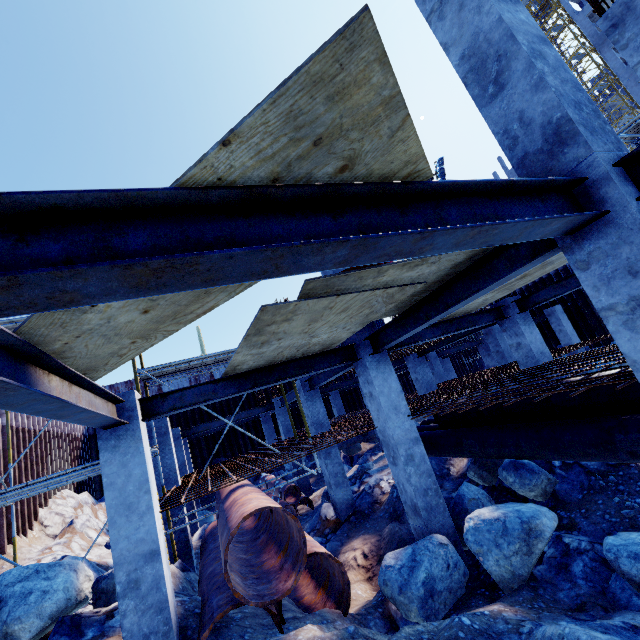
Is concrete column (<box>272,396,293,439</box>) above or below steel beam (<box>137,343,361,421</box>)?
below

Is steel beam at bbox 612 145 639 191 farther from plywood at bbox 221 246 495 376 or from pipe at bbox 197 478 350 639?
pipe at bbox 197 478 350 639

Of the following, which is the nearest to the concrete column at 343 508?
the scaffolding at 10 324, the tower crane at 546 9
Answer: the scaffolding at 10 324

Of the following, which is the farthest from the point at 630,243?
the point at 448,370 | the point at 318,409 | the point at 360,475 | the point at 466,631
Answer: the point at 448,370

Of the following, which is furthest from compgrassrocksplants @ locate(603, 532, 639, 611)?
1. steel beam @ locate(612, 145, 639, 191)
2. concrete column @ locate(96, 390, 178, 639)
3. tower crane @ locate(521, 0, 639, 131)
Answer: tower crane @ locate(521, 0, 639, 131)

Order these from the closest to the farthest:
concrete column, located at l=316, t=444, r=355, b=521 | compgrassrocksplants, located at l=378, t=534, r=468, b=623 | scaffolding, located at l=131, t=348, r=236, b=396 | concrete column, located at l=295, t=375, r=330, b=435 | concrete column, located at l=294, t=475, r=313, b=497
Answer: compgrassrocksplants, located at l=378, t=534, r=468, b=623
scaffolding, located at l=131, t=348, r=236, b=396
concrete column, located at l=316, t=444, r=355, b=521
concrete column, located at l=295, t=375, r=330, b=435
concrete column, located at l=294, t=475, r=313, b=497

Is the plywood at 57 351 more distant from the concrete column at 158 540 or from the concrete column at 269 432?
the concrete column at 269 432

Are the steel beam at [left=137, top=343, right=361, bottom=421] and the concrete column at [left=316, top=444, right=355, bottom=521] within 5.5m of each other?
yes
